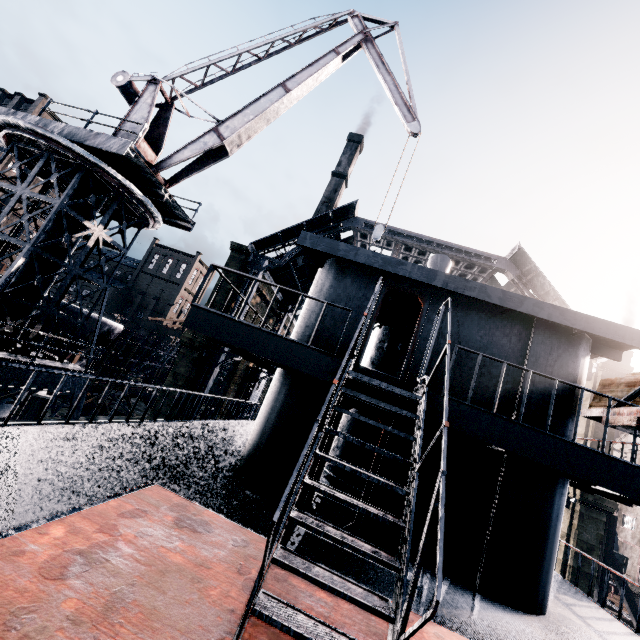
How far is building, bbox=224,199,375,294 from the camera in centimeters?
Answer: 2730cm

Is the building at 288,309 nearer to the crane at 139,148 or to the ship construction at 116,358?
the ship construction at 116,358

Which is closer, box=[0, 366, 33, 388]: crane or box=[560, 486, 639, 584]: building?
box=[0, 366, 33, 388]: crane

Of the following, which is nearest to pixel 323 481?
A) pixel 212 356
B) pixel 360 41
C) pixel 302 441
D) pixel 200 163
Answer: pixel 302 441

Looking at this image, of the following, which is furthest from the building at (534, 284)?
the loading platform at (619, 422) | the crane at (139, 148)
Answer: the crane at (139, 148)

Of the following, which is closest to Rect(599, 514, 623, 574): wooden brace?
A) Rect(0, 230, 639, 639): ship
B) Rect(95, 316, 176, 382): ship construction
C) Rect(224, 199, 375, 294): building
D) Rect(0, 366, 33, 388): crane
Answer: Rect(0, 230, 639, 639): ship

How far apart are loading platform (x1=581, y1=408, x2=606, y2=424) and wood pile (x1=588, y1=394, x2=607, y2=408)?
0.0 meters

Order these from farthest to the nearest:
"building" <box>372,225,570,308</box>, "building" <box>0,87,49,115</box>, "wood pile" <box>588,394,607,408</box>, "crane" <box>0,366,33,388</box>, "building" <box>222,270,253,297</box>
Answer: "building" <box>0,87,49,115</box>, "building" <box>222,270,253,297</box>, "building" <box>372,225,570,308</box>, "crane" <box>0,366,33,388</box>, "wood pile" <box>588,394,607,408</box>
